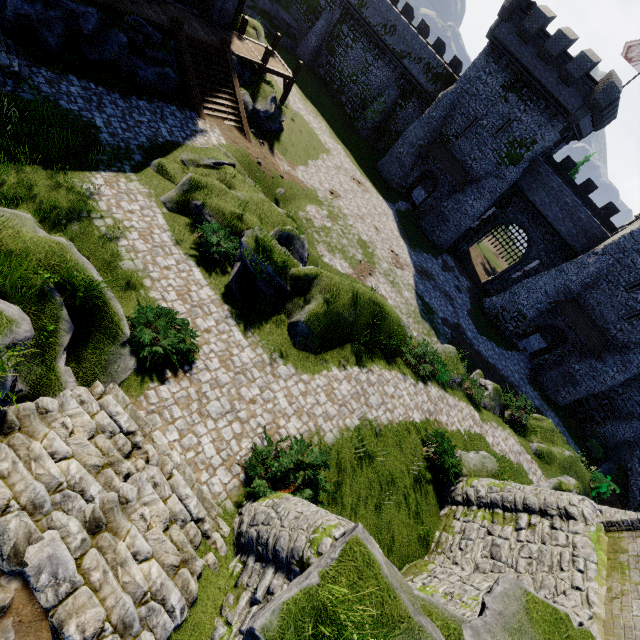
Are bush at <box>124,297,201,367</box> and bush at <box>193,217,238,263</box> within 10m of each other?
yes

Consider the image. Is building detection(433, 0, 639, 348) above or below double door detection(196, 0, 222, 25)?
above

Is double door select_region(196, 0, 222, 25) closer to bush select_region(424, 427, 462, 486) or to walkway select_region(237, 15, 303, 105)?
walkway select_region(237, 15, 303, 105)

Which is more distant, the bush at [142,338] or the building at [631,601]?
the bush at [142,338]

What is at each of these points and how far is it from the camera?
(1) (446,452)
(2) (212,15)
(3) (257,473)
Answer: (1) bush, 13.10m
(2) double door, 19.50m
(3) bush, 8.47m

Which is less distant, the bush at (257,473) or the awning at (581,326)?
the bush at (257,473)

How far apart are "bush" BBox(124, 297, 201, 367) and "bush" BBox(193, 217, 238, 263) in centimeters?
327cm

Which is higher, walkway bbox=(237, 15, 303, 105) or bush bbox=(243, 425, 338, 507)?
walkway bbox=(237, 15, 303, 105)
